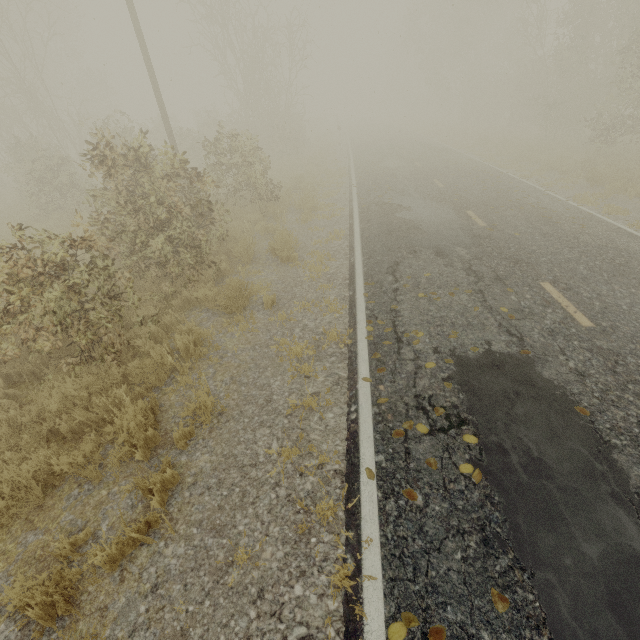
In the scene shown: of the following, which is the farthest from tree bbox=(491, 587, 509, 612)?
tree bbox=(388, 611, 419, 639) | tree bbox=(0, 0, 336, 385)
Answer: tree bbox=(0, 0, 336, 385)

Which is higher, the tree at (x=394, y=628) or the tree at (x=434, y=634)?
the tree at (x=434, y=634)

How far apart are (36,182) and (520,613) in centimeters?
1933cm

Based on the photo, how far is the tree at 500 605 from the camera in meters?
2.5

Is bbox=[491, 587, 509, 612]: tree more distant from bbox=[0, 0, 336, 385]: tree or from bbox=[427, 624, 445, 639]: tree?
bbox=[0, 0, 336, 385]: tree
